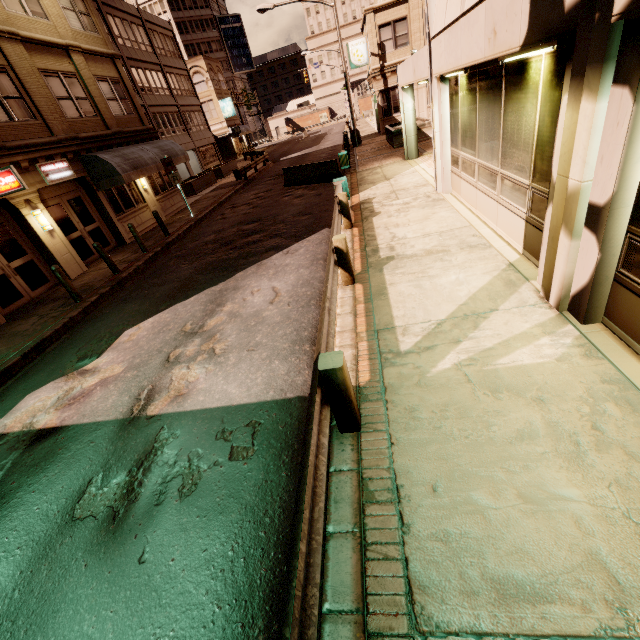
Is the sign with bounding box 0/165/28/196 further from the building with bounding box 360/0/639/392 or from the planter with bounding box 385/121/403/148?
the planter with bounding box 385/121/403/148

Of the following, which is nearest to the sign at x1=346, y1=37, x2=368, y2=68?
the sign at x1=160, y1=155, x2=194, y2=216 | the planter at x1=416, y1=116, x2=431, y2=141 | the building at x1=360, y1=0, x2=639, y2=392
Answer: the building at x1=360, y1=0, x2=639, y2=392

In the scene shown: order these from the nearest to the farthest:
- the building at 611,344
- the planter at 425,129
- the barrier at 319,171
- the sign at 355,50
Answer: the building at 611,344
the barrier at 319,171
the planter at 425,129
the sign at 355,50

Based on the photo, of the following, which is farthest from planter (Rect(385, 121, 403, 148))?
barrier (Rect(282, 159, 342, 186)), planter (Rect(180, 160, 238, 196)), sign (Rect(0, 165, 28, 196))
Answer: sign (Rect(0, 165, 28, 196))

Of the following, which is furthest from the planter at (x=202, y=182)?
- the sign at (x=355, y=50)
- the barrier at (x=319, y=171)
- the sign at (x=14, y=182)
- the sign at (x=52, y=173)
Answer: the sign at (x=14, y=182)

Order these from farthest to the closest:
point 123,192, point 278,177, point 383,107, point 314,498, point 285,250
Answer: point 383,107 < point 278,177 < point 123,192 < point 285,250 < point 314,498

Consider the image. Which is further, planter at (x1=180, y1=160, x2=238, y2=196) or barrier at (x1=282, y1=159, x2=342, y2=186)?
planter at (x1=180, y1=160, x2=238, y2=196)

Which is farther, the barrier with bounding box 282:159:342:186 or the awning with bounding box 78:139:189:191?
the barrier with bounding box 282:159:342:186
